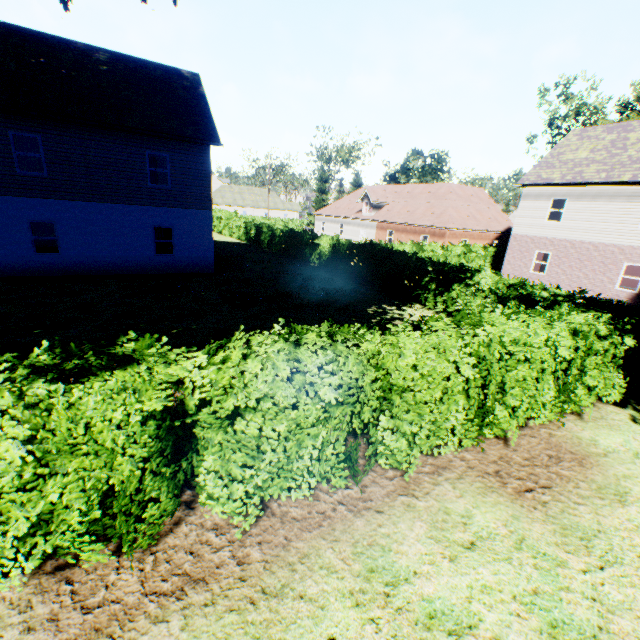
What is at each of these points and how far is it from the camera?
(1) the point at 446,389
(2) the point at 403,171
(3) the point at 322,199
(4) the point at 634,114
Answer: (1) hedge, 5.14m
(2) tree, 48.72m
(3) tree, 50.66m
(4) tree, 27.64m

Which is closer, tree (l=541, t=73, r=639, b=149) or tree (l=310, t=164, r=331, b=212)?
tree (l=541, t=73, r=639, b=149)

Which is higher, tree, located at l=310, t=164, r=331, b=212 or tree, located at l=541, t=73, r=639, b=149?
tree, located at l=541, t=73, r=639, b=149

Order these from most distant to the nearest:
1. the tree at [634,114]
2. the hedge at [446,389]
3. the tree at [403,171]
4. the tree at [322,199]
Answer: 1. the tree at [322,199]
2. the tree at [403,171]
3. the tree at [634,114]
4. the hedge at [446,389]

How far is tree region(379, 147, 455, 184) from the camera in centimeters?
4641cm

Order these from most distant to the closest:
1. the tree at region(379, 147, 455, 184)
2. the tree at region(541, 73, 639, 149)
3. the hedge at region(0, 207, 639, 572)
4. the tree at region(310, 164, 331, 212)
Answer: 1. the tree at region(310, 164, 331, 212)
2. the tree at region(379, 147, 455, 184)
3. the tree at region(541, 73, 639, 149)
4. the hedge at region(0, 207, 639, 572)

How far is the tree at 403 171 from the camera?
46.4m
